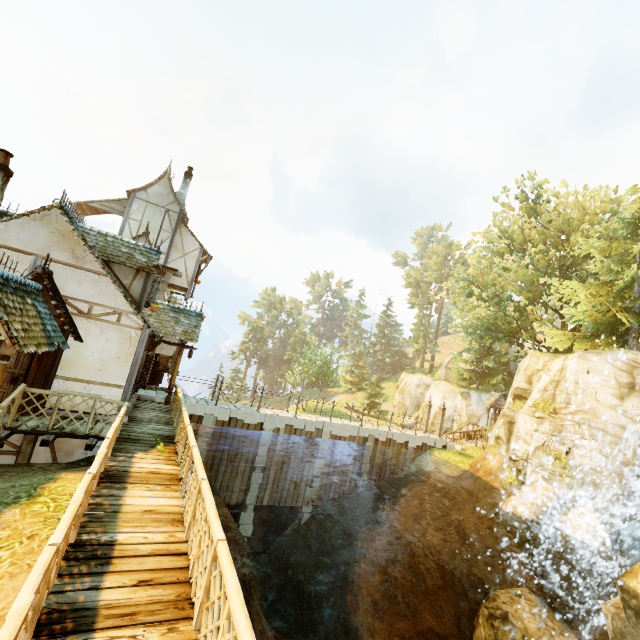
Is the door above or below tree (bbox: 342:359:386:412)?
below

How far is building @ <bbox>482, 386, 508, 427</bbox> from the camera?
28.80m

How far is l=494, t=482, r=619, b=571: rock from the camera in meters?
11.3 m

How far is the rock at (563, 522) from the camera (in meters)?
11.30

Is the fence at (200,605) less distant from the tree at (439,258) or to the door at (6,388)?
the door at (6,388)

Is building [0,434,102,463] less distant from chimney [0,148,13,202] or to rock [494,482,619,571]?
chimney [0,148,13,202]

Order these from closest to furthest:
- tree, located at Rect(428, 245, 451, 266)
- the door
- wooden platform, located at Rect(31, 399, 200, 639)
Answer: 1. wooden platform, located at Rect(31, 399, 200, 639)
2. the door
3. tree, located at Rect(428, 245, 451, 266)

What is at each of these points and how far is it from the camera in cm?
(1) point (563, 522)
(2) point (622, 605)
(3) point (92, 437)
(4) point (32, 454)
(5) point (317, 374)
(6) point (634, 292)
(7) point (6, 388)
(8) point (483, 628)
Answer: (1) rock, 1209
(2) rock, 897
(3) wooden platform, 886
(4) building, 990
(5) tree, 4016
(6) tree, 1606
(7) door, 900
(8) rock, 1178
